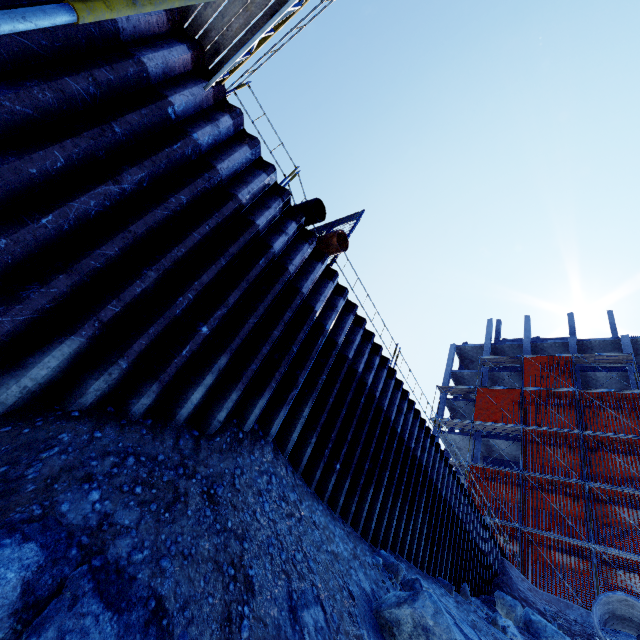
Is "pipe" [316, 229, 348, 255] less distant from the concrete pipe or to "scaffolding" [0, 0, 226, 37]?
"scaffolding" [0, 0, 226, 37]

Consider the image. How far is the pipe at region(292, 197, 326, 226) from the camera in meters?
6.4 m

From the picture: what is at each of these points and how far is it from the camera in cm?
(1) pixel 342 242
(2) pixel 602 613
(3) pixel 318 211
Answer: (1) pipe, 708
(2) concrete pipe, 1314
(3) pipe, 678

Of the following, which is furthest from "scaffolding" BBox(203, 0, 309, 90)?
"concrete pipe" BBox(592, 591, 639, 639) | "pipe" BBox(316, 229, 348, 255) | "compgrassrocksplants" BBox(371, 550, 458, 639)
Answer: "compgrassrocksplants" BBox(371, 550, 458, 639)

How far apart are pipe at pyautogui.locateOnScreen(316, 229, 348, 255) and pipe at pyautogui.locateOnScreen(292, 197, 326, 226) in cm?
34

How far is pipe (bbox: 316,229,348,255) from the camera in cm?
671

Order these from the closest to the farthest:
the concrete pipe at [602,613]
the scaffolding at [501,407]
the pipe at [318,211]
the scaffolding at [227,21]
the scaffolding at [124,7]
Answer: the scaffolding at [124,7], the scaffolding at [227,21], the pipe at [318,211], the concrete pipe at [602,613], the scaffolding at [501,407]

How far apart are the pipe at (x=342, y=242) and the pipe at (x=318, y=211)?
0.3m
